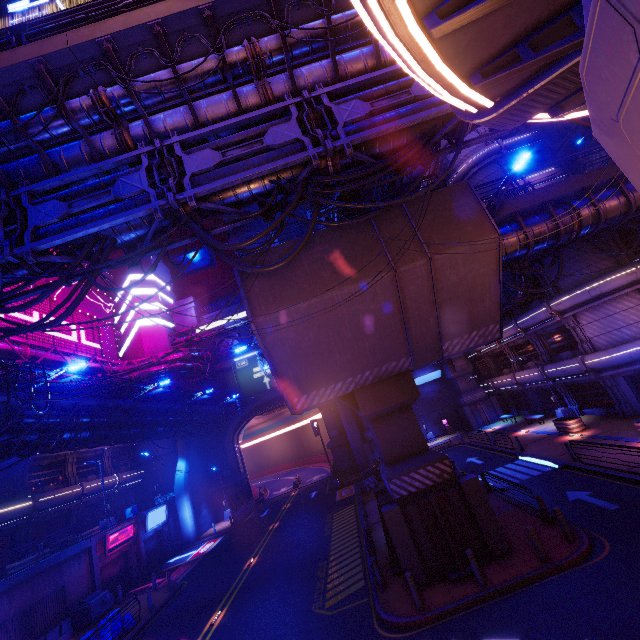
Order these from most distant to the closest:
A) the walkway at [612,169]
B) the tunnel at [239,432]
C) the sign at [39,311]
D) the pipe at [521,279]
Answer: the tunnel at [239,432]
the sign at [39,311]
the pipe at [521,279]
the walkway at [612,169]

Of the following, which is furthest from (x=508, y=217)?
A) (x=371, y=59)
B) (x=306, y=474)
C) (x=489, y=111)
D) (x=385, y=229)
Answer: (x=306, y=474)

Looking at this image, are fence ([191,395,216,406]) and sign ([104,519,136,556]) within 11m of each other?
yes

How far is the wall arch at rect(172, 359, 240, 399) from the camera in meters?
43.4 m

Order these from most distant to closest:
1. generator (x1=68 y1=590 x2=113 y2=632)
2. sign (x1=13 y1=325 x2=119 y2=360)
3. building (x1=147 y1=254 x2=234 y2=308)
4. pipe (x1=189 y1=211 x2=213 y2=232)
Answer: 1. building (x1=147 y1=254 x2=234 y2=308)
2. sign (x1=13 y1=325 x2=119 y2=360)
3. generator (x1=68 y1=590 x2=113 y2=632)
4. pipe (x1=189 y1=211 x2=213 y2=232)

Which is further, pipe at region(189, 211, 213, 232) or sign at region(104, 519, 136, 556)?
sign at region(104, 519, 136, 556)

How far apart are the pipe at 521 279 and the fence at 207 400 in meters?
26.6

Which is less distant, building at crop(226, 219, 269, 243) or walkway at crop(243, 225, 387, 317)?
walkway at crop(243, 225, 387, 317)
